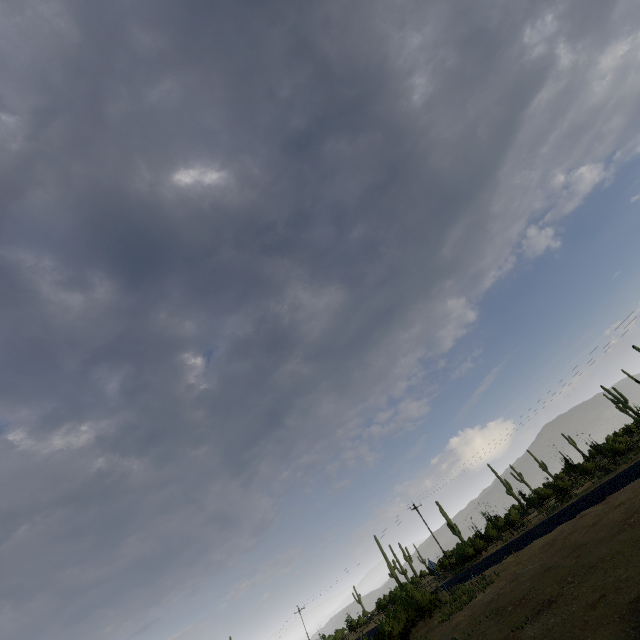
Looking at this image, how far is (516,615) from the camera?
12.7m
